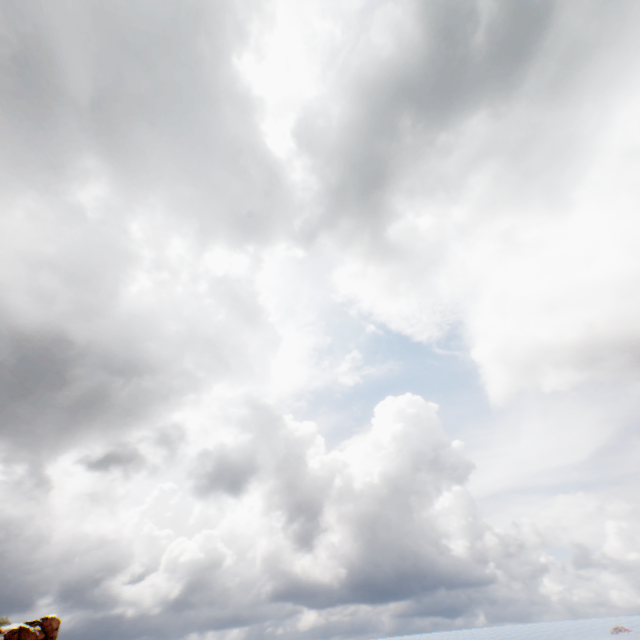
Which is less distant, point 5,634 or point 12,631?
point 5,634
